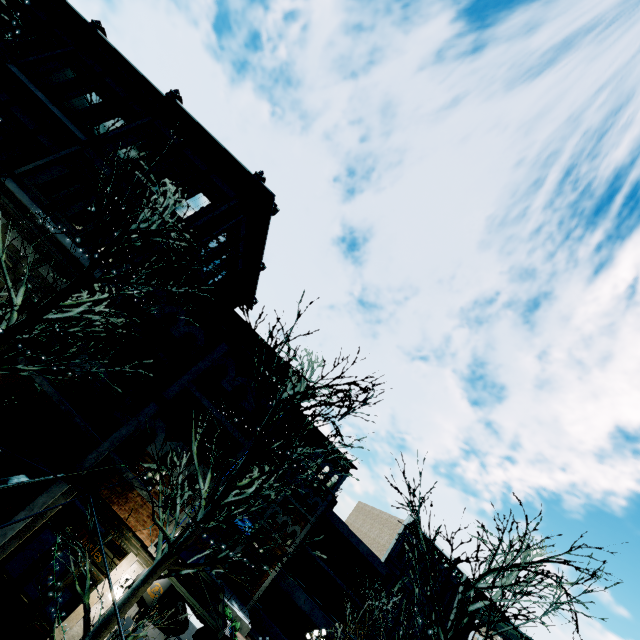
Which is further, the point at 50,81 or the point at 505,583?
the point at 50,81

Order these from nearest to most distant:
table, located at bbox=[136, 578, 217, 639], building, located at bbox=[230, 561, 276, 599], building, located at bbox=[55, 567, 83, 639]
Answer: building, located at bbox=[55, 567, 83, 639] → table, located at bbox=[136, 578, 217, 639] → building, located at bbox=[230, 561, 276, 599]

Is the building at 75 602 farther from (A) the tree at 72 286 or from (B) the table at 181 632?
(B) the table at 181 632

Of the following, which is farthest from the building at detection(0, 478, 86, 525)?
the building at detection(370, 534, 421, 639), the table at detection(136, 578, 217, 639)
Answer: the building at detection(370, 534, 421, 639)

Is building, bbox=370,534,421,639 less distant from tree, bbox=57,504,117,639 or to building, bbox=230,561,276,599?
building, bbox=230,561,276,599

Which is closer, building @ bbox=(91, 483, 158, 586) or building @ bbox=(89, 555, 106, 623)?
building @ bbox=(89, 555, 106, 623)

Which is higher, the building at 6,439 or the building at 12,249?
the building at 12,249

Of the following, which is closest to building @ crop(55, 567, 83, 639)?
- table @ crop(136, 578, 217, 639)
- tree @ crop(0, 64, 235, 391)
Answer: tree @ crop(0, 64, 235, 391)
